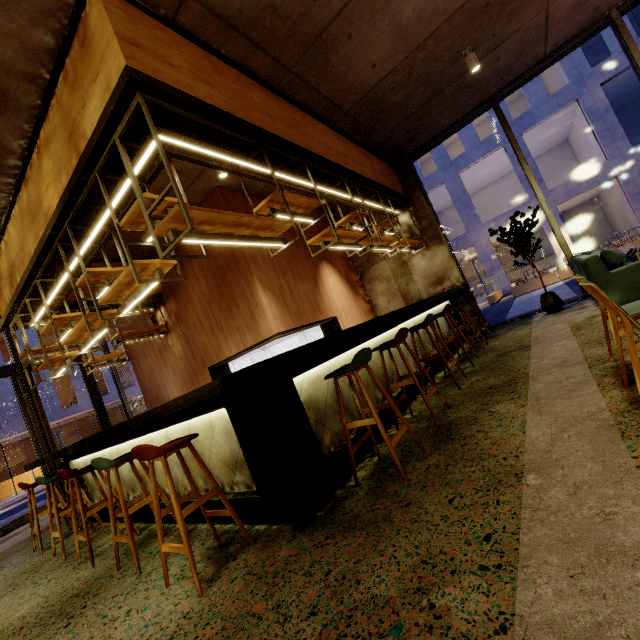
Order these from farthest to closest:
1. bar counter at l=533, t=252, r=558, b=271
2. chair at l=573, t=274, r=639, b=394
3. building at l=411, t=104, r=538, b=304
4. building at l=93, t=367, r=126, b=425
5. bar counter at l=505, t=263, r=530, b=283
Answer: bar counter at l=505, t=263, r=530, b=283
bar counter at l=533, t=252, r=558, b=271
building at l=93, t=367, r=126, b=425
building at l=411, t=104, r=538, b=304
chair at l=573, t=274, r=639, b=394

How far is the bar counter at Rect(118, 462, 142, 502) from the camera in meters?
4.1 m

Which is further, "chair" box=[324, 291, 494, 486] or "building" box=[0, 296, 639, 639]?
"chair" box=[324, 291, 494, 486]

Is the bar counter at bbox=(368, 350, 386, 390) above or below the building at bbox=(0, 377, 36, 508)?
below

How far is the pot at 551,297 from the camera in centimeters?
616cm

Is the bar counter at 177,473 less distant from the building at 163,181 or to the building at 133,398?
the building at 163,181

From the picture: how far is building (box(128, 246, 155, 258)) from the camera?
6.89m

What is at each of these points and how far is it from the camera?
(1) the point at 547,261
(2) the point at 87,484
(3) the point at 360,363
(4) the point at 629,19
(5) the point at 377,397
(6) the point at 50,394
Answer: (1) bar counter, 25.2m
(2) bar counter, 5.1m
(3) chair, 2.5m
(4) building, 21.9m
(5) bar counter, 3.8m
(6) building, 21.6m
